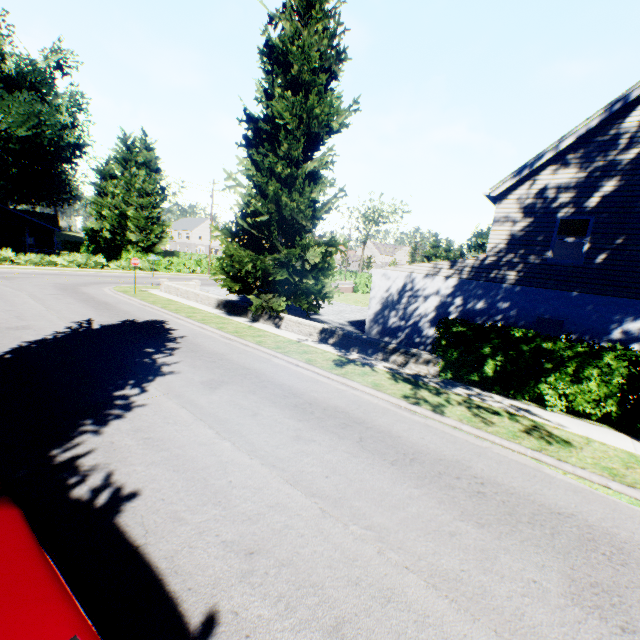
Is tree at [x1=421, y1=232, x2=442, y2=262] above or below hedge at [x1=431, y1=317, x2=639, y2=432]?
above

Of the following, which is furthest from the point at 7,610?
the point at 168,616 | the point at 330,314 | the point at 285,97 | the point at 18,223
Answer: the point at 18,223

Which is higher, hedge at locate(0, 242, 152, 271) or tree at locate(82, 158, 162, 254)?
tree at locate(82, 158, 162, 254)

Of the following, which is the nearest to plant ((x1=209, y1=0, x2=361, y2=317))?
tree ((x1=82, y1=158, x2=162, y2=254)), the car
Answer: the car

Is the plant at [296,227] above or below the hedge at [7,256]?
above

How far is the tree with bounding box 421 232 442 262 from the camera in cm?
5572

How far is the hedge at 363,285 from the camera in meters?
40.9

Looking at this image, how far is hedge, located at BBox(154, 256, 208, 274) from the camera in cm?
3831
